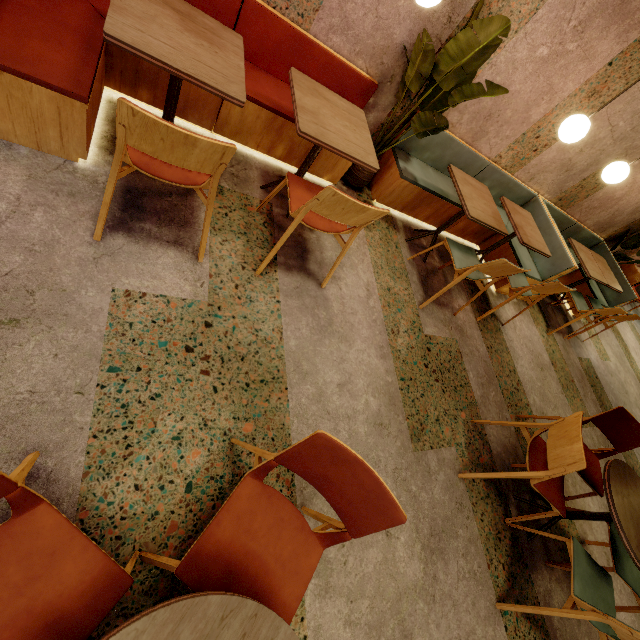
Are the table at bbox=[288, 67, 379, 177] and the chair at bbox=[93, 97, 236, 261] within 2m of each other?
yes

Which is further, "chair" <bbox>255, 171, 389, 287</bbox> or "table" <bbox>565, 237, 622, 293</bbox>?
"table" <bbox>565, 237, 622, 293</bbox>

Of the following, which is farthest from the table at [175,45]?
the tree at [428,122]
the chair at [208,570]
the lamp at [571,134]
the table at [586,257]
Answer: the table at [586,257]

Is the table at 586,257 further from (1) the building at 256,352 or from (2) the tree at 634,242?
(2) the tree at 634,242

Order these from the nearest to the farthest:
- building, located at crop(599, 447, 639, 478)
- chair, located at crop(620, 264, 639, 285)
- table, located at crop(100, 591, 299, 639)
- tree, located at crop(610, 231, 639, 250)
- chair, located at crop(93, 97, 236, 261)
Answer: table, located at crop(100, 591, 299, 639) → chair, located at crop(93, 97, 236, 261) → building, located at crop(599, 447, 639, 478) → tree, located at crop(610, 231, 639, 250) → chair, located at crop(620, 264, 639, 285)

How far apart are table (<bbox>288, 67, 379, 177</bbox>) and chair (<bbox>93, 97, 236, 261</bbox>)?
0.6 meters

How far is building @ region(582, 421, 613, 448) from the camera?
3.9 meters

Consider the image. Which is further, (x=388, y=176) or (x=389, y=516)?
(x=388, y=176)
